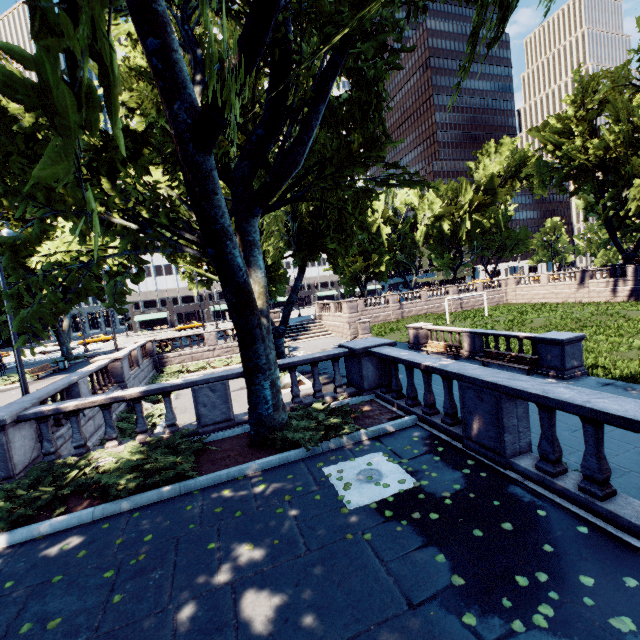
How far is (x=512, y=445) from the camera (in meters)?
5.54

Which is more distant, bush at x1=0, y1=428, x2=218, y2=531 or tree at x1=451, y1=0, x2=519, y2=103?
bush at x1=0, y1=428, x2=218, y2=531

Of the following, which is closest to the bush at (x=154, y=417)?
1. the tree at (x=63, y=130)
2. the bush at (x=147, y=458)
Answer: the bush at (x=147, y=458)

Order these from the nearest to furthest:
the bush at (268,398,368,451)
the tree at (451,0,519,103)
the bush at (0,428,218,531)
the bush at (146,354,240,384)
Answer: the tree at (451,0,519,103) < the bush at (0,428,218,531) < the bush at (268,398,368,451) < the bush at (146,354,240,384)

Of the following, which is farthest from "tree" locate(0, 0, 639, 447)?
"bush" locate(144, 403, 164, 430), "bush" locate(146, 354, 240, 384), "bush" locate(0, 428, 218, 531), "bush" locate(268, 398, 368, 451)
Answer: "bush" locate(146, 354, 240, 384)

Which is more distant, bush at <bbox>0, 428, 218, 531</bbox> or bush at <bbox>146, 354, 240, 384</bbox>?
bush at <bbox>146, 354, 240, 384</bbox>

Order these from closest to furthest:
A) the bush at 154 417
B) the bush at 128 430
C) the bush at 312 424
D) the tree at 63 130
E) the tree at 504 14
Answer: the tree at 63 130 < the tree at 504 14 < the bush at 312 424 < the bush at 128 430 < the bush at 154 417

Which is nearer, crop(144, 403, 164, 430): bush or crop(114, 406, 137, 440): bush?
crop(114, 406, 137, 440): bush
